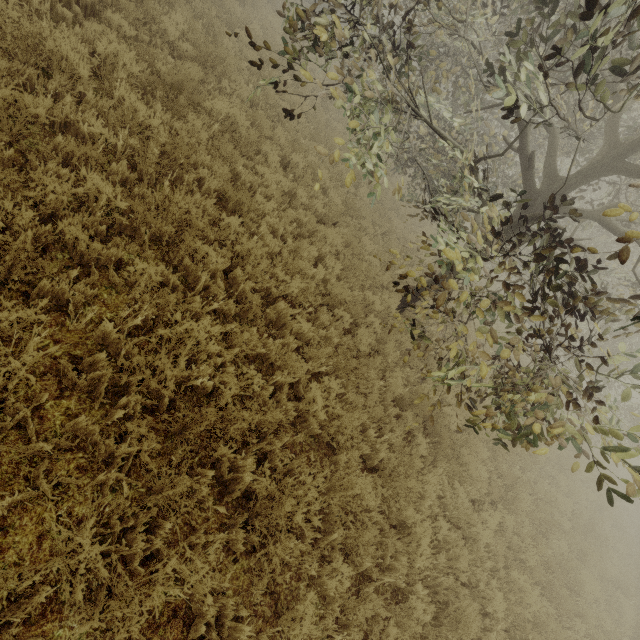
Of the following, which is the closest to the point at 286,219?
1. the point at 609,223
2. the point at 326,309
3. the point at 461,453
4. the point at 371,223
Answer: the point at 326,309
